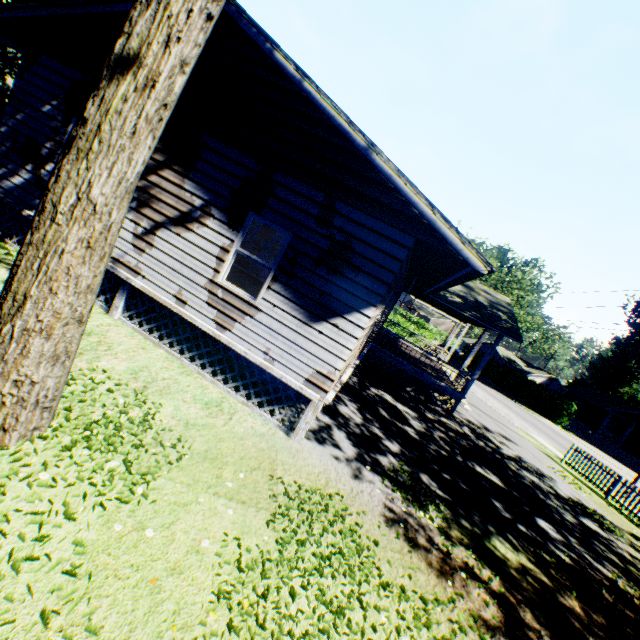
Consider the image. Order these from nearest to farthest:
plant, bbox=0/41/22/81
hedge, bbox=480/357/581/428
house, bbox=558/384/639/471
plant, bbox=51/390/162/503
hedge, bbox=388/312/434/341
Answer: plant, bbox=51/390/162/503
plant, bbox=0/41/22/81
hedge, bbox=388/312/434/341
hedge, bbox=480/357/581/428
house, bbox=558/384/639/471

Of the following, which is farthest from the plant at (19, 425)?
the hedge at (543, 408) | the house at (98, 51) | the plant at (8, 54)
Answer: the hedge at (543, 408)

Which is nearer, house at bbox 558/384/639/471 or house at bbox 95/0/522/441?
house at bbox 95/0/522/441

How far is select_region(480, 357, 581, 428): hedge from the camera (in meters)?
35.34

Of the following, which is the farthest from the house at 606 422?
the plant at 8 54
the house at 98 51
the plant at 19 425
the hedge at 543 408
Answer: the plant at 8 54

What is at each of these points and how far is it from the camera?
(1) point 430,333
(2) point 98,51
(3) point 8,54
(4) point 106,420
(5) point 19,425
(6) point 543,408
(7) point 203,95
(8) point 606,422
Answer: (1) hedge, 34.59m
(2) house, 7.11m
(3) plant, 20.19m
(4) plant, 4.39m
(5) plant, 3.44m
(6) hedge, 37.12m
(7) house, 6.54m
(8) house, 43.56m

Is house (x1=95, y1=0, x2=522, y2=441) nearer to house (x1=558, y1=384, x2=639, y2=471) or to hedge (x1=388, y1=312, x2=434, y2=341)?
hedge (x1=388, y1=312, x2=434, y2=341)

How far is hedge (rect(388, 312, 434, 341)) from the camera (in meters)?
33.62
